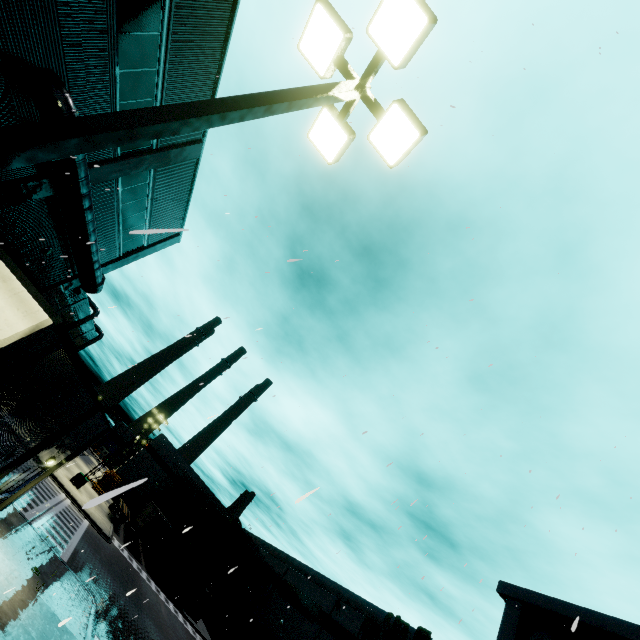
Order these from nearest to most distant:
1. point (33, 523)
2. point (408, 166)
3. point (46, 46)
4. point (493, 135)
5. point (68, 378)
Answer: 1. point (68, 378)
2. point (46, 46)
3. point (493, 135)
4. point (408, 166)
5. point (33, 523)

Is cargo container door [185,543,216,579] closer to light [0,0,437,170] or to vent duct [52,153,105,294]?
vent duct [52,153,105,294]

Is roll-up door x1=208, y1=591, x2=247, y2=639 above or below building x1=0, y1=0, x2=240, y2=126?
below

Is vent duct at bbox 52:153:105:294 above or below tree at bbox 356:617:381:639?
below

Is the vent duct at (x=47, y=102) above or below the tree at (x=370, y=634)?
below

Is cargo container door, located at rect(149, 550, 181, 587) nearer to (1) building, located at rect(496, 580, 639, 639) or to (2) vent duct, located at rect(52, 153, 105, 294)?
(1) building, located at rect(496, 580, 639, 639)

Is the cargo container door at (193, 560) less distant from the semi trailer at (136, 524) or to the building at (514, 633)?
the semi trailer at (136, 524)

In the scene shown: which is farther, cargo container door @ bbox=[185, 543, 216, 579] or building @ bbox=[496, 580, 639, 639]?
cargo container door @ bbox=[185, 543, 216, 579]
